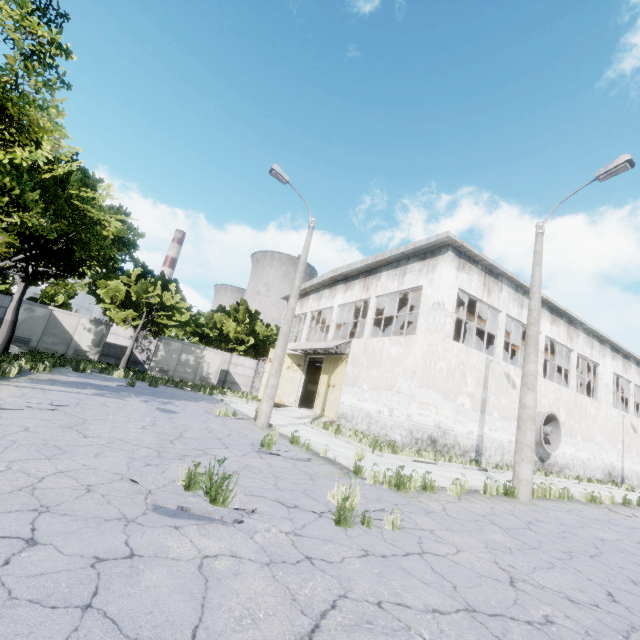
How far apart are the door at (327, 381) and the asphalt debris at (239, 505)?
14.3m

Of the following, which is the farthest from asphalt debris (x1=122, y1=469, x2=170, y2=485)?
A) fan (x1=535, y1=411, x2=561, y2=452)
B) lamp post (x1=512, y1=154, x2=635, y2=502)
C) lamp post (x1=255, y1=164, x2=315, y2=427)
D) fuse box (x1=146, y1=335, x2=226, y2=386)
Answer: fuse box (x1=146, y1=335, x2=226, y2=386)

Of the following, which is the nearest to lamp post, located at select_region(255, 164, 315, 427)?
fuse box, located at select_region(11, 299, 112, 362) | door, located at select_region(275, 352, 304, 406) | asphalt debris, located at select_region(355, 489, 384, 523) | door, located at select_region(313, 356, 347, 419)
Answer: asphalt debris, located at select_region(355, 489, 384, 523)

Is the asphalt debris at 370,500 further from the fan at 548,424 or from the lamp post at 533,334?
the fan at 548,424

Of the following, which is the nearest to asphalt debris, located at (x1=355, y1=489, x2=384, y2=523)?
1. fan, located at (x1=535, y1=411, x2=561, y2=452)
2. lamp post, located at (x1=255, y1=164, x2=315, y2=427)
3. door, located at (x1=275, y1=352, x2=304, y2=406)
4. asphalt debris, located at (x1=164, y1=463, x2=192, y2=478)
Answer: asphalt debris, located at (x1=164, y1=463, x2=192, y2=478)

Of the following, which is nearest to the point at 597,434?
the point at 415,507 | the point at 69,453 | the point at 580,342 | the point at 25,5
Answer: the point at 580,342

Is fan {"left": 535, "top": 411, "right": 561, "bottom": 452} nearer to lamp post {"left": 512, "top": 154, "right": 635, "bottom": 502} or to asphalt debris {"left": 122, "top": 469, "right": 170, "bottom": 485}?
lamp post {"left": 512, "top": 154, "right": 635, "bottom": 502}

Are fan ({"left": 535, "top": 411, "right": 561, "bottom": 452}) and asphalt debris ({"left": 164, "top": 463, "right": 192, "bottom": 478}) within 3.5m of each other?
no
